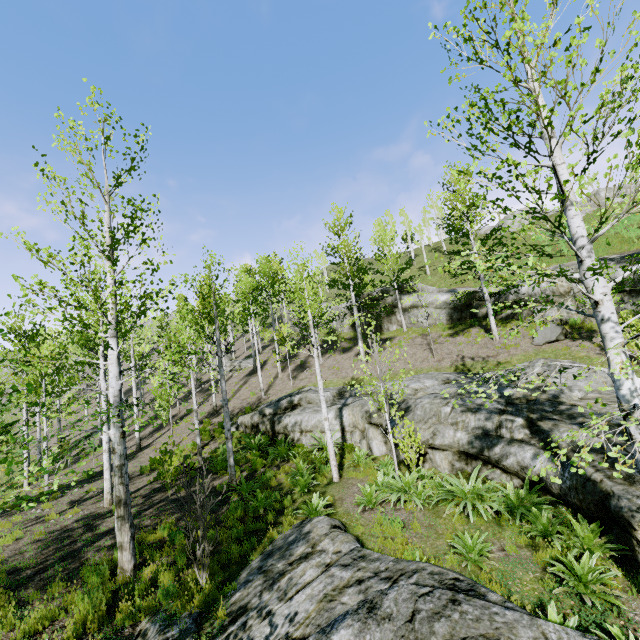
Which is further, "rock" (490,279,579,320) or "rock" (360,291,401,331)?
"rock" (360,291,401,331)

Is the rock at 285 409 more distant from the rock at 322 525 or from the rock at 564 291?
the rock at 322 525

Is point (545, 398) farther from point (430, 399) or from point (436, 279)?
point (436, 279)

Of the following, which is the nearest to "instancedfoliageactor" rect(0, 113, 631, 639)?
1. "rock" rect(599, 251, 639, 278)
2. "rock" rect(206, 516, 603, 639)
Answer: "rock" rect(206, 516, 603, 639)

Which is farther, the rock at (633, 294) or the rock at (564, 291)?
the rock at (564, 291)

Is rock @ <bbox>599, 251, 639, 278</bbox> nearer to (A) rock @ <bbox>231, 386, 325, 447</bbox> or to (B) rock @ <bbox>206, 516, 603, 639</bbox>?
(A) rock @ <bbox>231, 386, 325, 447</bbox>
